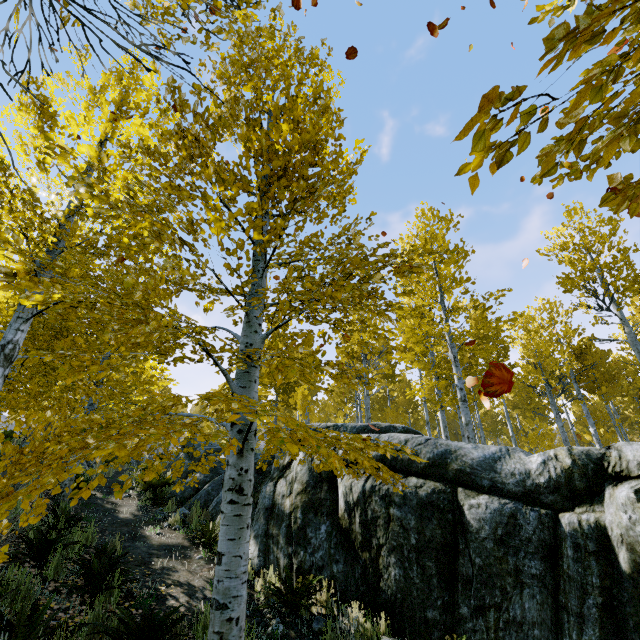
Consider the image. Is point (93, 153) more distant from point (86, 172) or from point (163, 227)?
point (163, 227)

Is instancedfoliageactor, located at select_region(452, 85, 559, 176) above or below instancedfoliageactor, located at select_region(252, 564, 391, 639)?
above

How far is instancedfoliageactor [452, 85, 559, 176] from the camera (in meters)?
0.91

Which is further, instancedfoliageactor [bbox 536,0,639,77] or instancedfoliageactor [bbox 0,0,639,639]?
instancedfoliageactor [bbox 0,0,639,639]

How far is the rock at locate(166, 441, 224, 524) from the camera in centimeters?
888cm

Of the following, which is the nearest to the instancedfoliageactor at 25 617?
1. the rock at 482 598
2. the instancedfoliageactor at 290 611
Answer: the rock at 482 598

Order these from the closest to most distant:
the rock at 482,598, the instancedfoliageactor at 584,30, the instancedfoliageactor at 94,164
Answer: the instancedfoliageactor at 584,30, the instancedfoliageactor at 94,164, the rock at 482,598

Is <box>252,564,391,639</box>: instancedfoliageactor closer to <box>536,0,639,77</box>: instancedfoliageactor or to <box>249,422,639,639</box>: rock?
<box>249,422,639,639</box>: rock
